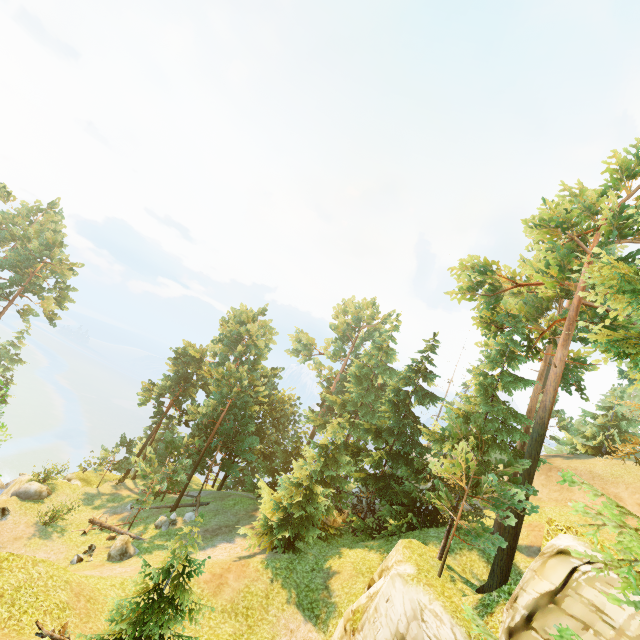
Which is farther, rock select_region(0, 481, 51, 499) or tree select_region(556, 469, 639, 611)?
rock select_region(0, 481, 51, 499)

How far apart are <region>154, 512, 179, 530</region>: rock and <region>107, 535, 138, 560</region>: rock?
3.3 meters

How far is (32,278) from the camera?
42.8 meters

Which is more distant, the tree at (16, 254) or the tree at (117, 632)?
the tree at (16, 254)

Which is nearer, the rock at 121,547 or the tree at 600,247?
the tree at 600,247

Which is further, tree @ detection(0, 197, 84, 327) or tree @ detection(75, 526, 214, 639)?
tree @ detection(0, 197, 84, 327)

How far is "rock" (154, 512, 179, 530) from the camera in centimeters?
2610cm
